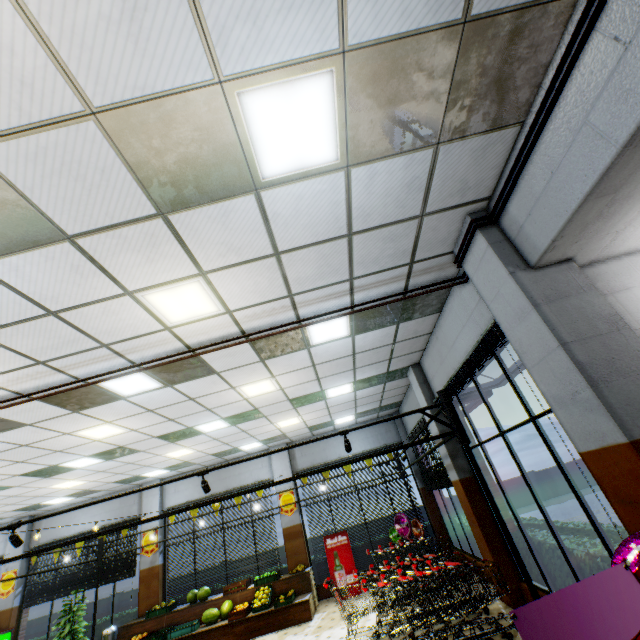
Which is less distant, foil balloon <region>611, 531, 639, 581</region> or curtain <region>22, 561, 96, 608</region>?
foil balloon <region>611, 531, 639, 581</region>

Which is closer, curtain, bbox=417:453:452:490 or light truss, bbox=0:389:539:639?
light truss, bbox=0:389:539:639

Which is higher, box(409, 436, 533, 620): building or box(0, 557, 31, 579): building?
box(0, 557, 31, 579): building

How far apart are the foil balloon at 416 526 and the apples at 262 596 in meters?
4.2

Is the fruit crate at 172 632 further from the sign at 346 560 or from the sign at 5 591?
the sign at 5 591

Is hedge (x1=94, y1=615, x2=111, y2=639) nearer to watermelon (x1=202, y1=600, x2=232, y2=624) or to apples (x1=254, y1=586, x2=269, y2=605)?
watermelon (x1=202, y1=600, x2=232, y2=624)

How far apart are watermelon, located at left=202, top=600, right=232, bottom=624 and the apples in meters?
0.7 m

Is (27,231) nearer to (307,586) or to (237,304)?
(237,304)
